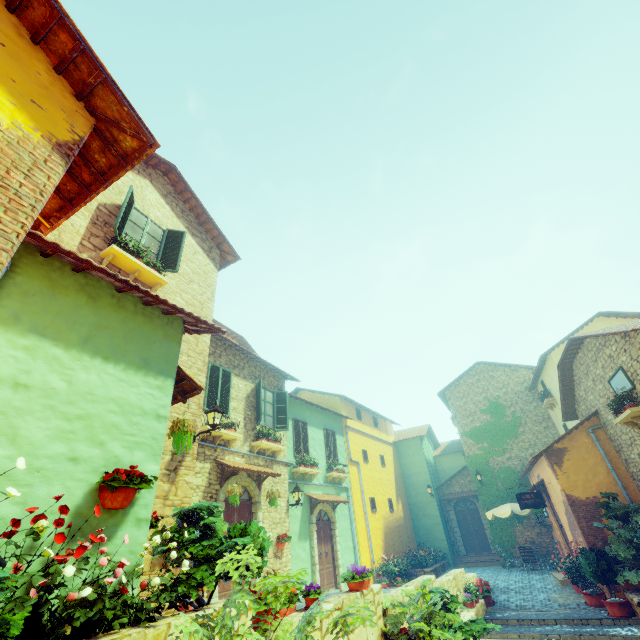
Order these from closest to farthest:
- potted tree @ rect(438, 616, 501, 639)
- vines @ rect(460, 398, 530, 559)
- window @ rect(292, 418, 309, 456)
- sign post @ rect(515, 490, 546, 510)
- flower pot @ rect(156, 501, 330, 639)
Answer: flower pot @ rect(156, 501, 330, 639) < potted tree @ rect(438, 616, 501, 639) < sign post @ rect(515, 490, 546, 510) < window @ rect(292, 418, 309, 456) < vines @ rect(460, 398, 530, 559)

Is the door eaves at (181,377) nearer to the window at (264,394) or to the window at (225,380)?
the window at (225,380)

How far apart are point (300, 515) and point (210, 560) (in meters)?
9.41

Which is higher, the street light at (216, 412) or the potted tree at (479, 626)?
the street light at (216, 412)

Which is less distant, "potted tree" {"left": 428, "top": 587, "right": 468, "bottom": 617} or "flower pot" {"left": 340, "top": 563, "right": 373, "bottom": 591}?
"flower pot" {"left": 340, "top": 563, "right": 373, "bottom": 591}

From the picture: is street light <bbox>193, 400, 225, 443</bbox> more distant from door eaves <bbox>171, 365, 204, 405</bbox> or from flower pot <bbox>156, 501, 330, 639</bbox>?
flower pot <bbox>156, 501, 330, 639</bbox>

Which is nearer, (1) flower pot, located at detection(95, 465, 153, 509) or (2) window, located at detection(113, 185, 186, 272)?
(1) flower pot, located at detection(95, 465, 153, 509)

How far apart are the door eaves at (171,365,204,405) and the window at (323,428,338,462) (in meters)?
10.92
